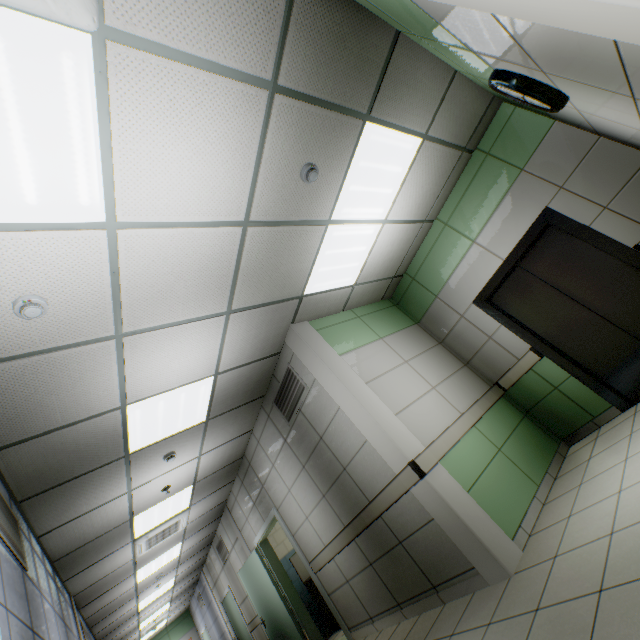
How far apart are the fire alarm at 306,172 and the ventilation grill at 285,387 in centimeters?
247cm

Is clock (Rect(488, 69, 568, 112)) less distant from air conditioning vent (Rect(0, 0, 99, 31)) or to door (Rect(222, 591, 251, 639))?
air conditioning vent (Rect(0, 0, 99, 31))

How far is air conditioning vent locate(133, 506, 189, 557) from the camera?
5.8m

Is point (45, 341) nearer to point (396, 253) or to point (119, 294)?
point (119, 294)

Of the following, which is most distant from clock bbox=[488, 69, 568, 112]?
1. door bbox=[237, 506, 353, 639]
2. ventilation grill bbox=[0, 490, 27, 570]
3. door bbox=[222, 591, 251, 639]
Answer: door bbox=[222, 591, 251, 639]

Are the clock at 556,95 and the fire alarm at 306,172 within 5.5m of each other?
yes

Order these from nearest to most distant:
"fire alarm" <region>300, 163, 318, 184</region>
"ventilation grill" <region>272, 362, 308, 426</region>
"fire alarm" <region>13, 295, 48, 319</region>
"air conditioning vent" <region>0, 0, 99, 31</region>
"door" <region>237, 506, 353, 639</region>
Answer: "air conditioning vent" <region>0, 0, 99, 31</region>
"fire alarm" <region>13, 295, 48, 319</region>
"fire alarm" <region>300, 163, 318, 184</region>
"ventilation grill" <region>272, 362, 308, 426</region>
"door" <region>237, 506, 353, 639</region>

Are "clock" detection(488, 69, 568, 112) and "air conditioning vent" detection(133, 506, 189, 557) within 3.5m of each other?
no
